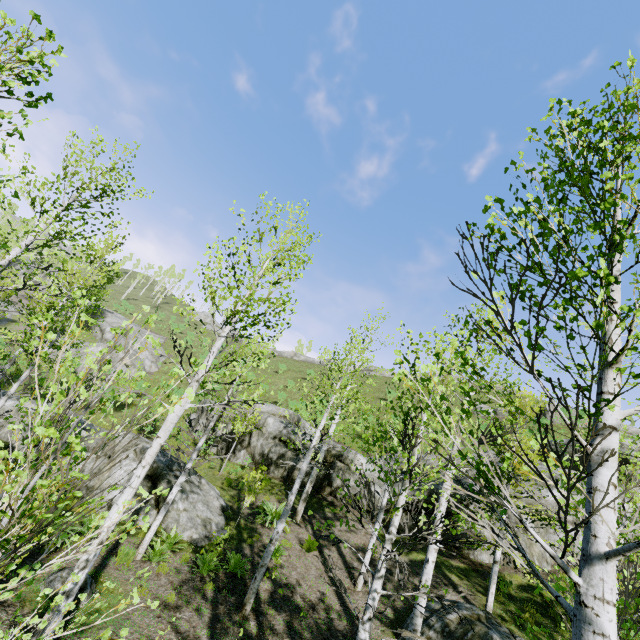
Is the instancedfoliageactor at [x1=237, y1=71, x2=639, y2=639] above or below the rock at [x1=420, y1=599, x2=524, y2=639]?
above

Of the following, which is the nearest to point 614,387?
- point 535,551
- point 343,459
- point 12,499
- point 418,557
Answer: point 12,499

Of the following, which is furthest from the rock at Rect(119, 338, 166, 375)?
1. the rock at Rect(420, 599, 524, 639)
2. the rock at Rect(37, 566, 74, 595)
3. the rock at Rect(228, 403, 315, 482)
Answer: the rock at Rect(420, 599, 524, 639)

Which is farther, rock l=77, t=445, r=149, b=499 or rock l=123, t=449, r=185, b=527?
rock l=77, t=445, r=149, b=499

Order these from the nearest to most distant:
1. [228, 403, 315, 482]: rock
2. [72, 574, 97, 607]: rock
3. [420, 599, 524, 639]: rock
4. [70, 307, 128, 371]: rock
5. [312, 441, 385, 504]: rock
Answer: [72, 574, 97, 607]: rock < [420, 599, 524, 639]: rock < [312, 441, 385, 504]: rock < [228, 403, 315, 482]: rock < [70, 307, 128, 371]: rock

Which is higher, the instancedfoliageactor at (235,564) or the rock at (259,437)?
the rock at (259,437)

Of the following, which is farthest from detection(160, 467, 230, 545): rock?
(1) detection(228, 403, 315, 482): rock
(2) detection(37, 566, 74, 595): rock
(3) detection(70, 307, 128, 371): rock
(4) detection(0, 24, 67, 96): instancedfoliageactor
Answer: (3) detection(70, 307, 128, 371): rock

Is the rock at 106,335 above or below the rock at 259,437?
above
